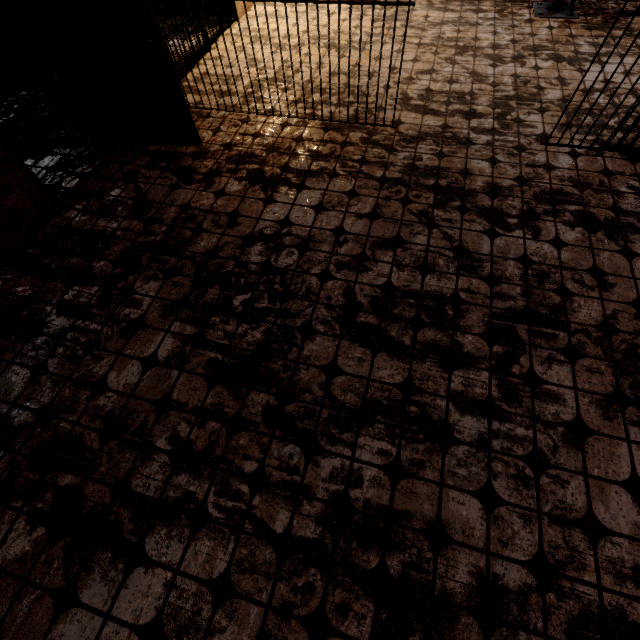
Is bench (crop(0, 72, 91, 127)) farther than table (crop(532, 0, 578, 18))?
No

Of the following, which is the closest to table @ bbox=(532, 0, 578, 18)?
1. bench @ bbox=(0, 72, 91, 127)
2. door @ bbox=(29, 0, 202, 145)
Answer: door @ bbox=(29, 0, 202, 145)

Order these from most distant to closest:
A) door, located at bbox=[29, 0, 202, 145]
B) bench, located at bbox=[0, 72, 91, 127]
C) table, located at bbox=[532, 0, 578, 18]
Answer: table, located at bbox=[532, 0, 578, 18] → bench, located at bbox=[0, 72, 91, 127] → door, located at bbox=[29, 0, 202, 145]

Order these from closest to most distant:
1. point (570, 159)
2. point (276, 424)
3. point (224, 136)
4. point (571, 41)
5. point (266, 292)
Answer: point (276, 424) < point (266, 292) < point (570, 159) < point (224, 136) < point (571, 41)

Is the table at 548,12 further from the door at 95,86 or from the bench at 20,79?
the bench at 20,79
